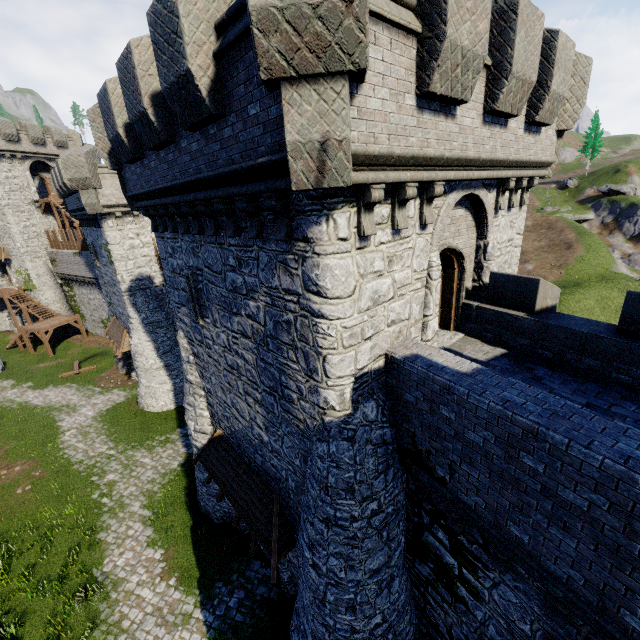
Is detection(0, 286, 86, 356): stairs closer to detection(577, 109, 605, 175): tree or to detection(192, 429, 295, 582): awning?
detection(192, 429, 295, 582): awning

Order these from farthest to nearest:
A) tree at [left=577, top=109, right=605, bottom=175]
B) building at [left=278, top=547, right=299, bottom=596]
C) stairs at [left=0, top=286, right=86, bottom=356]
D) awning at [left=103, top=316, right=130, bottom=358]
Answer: tree at [left=577, top=109, right=605, bottom=175], stairs at [left=0, top=286, right=86, bottom=356], awning at [left=103, top=316, right=130, bottom=358], building at [left=278, top=547, right=299, bottom=596]

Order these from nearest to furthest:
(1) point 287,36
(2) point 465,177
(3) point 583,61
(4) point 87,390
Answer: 1. (1) point 287,36
2. (2) point 465,177
3. (3) point 583,61
4. (4) point 87,390

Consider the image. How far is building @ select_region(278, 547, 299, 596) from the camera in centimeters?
1106cm

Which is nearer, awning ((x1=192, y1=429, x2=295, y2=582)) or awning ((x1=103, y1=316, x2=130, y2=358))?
awning ((x1=192, y1=429, x2=295, y2=582))

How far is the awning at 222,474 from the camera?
9.6m

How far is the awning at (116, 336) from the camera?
23.3m

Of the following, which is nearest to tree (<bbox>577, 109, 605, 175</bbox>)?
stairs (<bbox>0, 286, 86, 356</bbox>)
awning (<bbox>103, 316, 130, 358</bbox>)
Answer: awning (<bbox>103, 316, 130, 358</bbox>)
